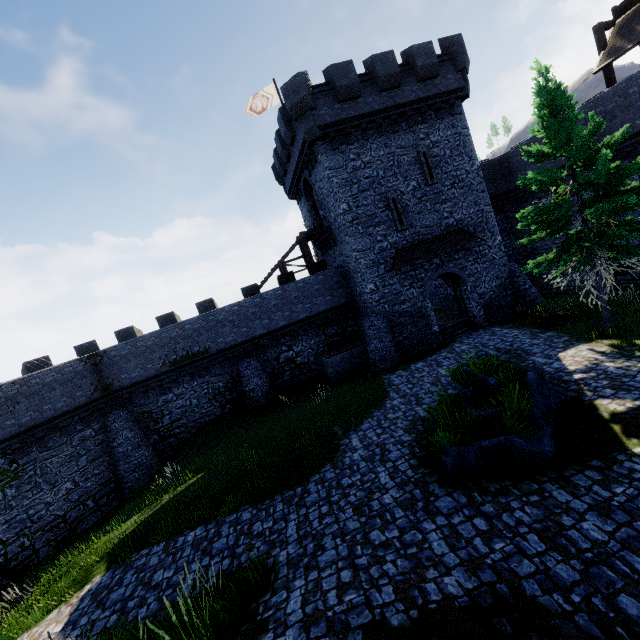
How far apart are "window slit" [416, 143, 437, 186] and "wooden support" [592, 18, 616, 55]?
8.90m

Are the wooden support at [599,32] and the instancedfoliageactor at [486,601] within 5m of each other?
no

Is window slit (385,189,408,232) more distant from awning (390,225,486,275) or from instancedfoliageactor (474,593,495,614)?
instancedfoliageactor (474,593,495,614)

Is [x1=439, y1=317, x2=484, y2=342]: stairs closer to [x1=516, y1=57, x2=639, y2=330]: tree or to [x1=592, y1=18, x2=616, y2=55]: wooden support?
[x1=516, y1=57, x2=639, y2=330]: tree

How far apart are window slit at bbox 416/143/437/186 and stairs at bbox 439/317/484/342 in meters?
8.6 m

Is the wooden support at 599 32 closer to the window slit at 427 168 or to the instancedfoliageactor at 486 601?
the window slit at 427 168

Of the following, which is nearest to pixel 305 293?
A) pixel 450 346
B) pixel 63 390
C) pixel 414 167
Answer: pixel 450 346

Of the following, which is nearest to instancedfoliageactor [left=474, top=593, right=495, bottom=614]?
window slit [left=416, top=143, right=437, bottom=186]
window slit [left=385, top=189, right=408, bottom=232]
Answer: window slit [left=385, top=189, right=408, bottom=232]
